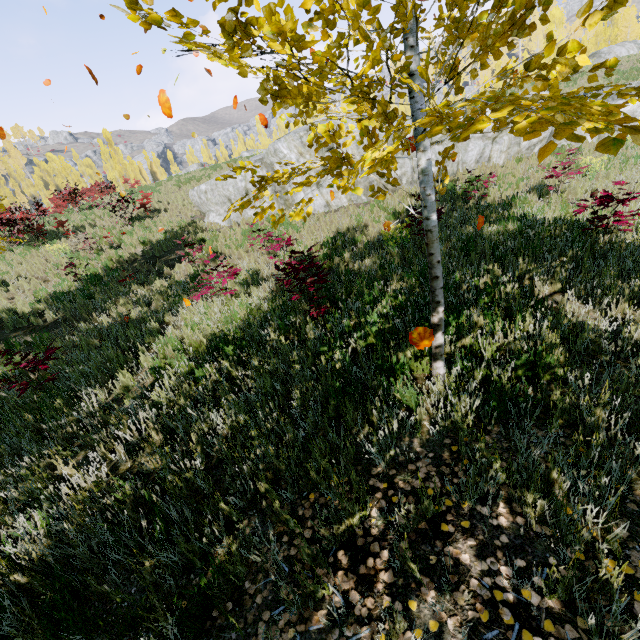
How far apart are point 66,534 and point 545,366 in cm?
489

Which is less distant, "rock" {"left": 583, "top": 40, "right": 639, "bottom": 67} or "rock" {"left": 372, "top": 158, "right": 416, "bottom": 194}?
"rock" {"left": 372, "top": 158, "right": 416, "bottom": 194}

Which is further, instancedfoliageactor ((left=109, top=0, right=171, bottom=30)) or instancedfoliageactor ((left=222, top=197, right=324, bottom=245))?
instancedfoliageactor ((left=222, top=197, right=324, bottom=245))

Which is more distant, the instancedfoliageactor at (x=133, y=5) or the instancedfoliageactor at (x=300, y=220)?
the instancedfoliageactor at (x=300, y=220)

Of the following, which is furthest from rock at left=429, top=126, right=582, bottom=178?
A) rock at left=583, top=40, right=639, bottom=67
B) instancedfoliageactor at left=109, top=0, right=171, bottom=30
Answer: rock at left=583, top=40, right=639, bottom=67

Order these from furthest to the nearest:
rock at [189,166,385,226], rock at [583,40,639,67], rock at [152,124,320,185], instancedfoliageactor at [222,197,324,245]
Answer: rock at [583,40,639,67]
rock at [189,166,385,226]
rock at [152,124,320,185]
instancedfoliageactor at [222,197,324,245]
